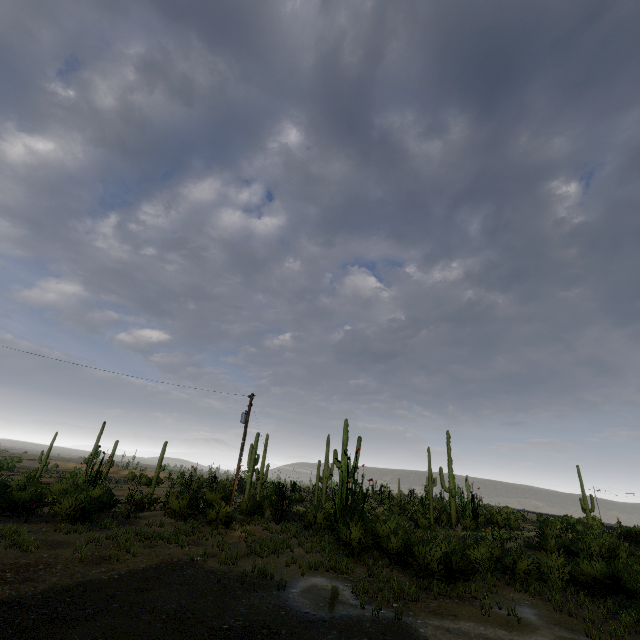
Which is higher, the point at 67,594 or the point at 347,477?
the point at 347,477
